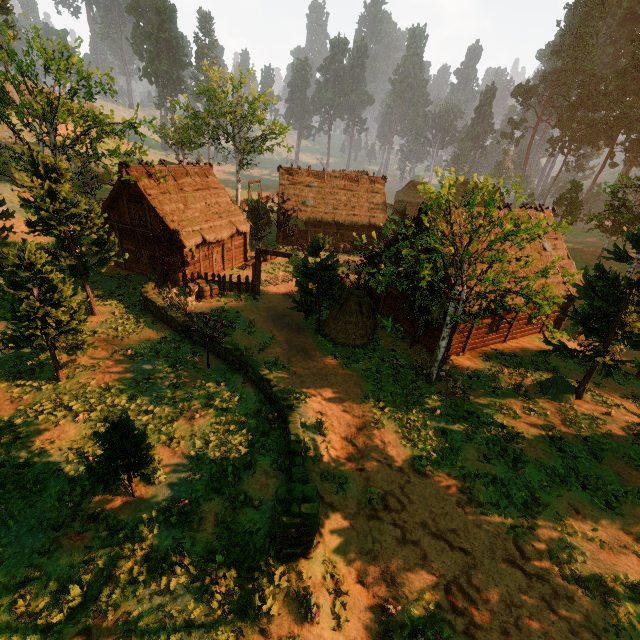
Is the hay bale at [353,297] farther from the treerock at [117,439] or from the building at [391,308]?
the building at [391,308]

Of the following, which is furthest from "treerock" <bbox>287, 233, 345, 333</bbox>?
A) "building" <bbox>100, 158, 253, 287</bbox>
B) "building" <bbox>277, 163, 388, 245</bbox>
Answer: "building" <bbox>100, 158, 253, 287</bbox>

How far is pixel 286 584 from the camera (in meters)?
8.52

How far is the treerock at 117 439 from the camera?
8.8 meters

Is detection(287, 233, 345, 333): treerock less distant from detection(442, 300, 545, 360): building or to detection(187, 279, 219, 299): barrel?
detection(442, 300, 545, 360): building

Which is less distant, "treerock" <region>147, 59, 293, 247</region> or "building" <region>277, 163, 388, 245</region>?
"treerock" <region>147, 59, 293, 247</region>

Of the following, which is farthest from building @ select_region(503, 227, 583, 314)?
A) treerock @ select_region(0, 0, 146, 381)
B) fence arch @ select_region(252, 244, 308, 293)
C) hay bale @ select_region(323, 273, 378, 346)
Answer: fence arch @ select_region(252, 244, 308, 293)
